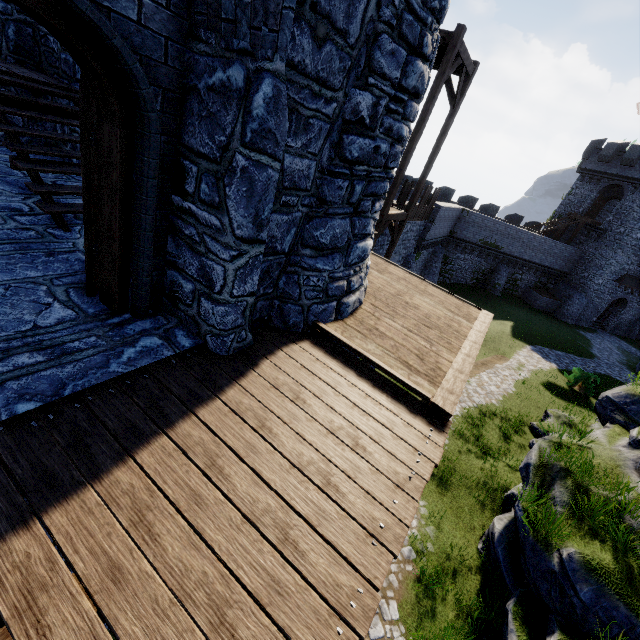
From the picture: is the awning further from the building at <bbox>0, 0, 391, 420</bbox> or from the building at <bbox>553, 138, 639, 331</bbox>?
the building at <bbox>0, 0, 391, 420</bbox>

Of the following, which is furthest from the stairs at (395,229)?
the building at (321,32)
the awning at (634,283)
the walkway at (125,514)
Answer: the awning at (634,283)

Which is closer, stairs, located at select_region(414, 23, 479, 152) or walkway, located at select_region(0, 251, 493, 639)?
walkway, located at select_region(0, 251, 493, 639)

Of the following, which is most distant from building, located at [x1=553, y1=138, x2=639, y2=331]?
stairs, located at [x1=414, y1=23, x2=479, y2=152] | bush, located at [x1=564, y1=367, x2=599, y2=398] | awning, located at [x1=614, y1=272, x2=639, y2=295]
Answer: stairs, located at [x1=414, y1=23, x2=479, y2=152]

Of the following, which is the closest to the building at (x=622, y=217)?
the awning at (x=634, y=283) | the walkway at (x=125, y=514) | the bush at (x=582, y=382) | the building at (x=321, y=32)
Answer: the awning at (x=634, y=283)

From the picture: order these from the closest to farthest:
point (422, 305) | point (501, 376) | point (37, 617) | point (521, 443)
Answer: point (37, 617) < point (422, 305) < point (521, 443) < point (501, 376)

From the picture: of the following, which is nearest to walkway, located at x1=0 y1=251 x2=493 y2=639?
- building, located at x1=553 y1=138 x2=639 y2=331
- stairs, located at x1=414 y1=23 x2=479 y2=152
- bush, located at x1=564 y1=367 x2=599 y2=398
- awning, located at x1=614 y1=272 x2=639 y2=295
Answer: stairs, located at x1=414 y1=23 x2=479 y2=152

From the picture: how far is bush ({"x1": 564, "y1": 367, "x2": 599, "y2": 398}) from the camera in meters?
19.2 m
